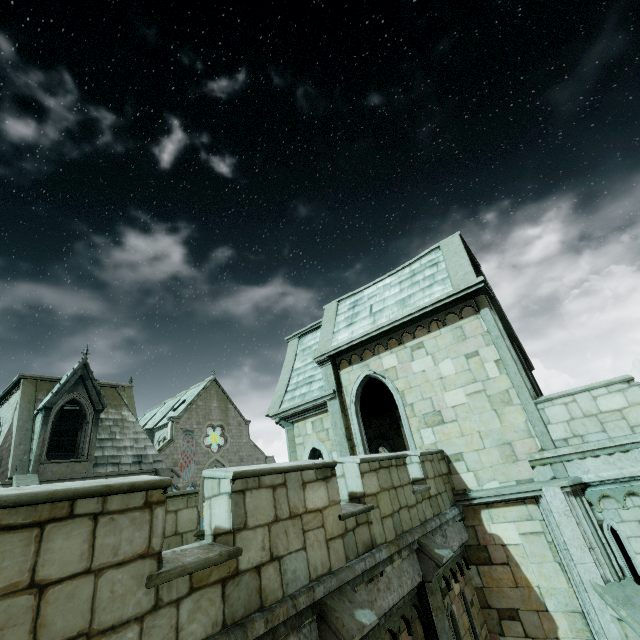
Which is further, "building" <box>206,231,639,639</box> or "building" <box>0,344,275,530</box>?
"building" <box>0,344,275,530</box>

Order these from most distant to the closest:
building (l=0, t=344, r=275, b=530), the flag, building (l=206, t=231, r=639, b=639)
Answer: the flag < building (l=0, t=344, r=275, b=530) < building (l=206, t=231, r=639, b=639)

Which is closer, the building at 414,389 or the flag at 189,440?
the building at 414,389

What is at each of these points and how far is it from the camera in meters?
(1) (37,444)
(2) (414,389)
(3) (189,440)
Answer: (1) building, 16.1
(2) building, 10.9
(3) flag, 38.7

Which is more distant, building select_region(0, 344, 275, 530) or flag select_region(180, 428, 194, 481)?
flag select_region(180, 428, 194, 481)

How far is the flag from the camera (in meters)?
36.72

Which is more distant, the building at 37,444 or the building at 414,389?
the building at 37,444
